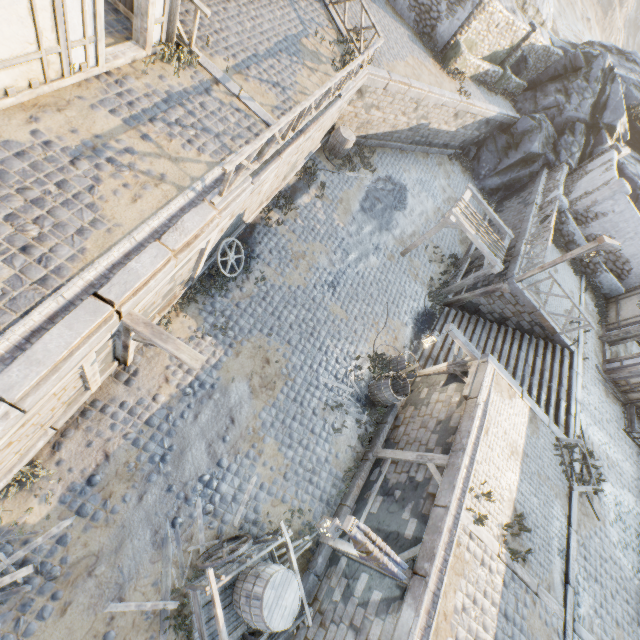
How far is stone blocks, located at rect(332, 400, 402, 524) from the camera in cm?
895

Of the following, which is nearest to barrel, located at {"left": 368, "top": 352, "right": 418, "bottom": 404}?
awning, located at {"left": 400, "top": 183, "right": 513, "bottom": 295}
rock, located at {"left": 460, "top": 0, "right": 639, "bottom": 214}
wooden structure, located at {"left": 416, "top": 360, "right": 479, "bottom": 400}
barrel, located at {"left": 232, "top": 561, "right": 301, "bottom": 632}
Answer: wooden structure, located at {"left": 416, "top": 360, "right": 479, "bottom": 400}

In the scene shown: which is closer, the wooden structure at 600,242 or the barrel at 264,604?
the barrel at 264,604

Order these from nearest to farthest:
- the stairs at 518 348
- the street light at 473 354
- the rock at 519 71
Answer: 1. the street light at 473 354
2. the stairs at 518 348
3. the rock at 519 71

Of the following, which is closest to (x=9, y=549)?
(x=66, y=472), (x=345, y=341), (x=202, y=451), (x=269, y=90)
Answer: (x=66, y=472)

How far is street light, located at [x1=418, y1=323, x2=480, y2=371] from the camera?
10.1 meters

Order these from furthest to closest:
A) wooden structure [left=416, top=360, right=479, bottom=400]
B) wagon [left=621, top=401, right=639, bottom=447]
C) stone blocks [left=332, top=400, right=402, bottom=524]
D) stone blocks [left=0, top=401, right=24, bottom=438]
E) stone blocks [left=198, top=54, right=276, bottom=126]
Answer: wagon [left=621, top=401, right=639, bottom=447]
wooden structure [left=416, top=360, right=479, bottom=400]
stone blocks [left=332, top=400, right=402, bottom=524]
stone blocks [left=198, top=54, right=276, bottom=126]
stone blocks [left=0, top=401, right=24, bottom=438]

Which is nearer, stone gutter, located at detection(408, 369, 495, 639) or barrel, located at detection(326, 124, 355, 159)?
stone gutter, located at detection(408, 369, 495, 639)
